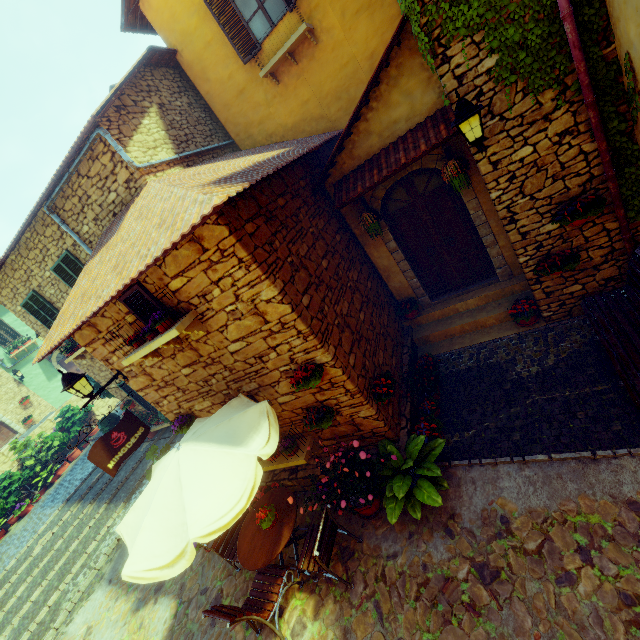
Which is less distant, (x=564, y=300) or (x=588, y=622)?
(x=588, y=622)

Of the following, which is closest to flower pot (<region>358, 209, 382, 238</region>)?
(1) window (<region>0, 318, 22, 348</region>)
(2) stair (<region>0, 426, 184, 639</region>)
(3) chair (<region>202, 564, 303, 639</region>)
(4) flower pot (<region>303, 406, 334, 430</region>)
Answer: (4) flower pot (<region>303, 406, 334, 430</region>)

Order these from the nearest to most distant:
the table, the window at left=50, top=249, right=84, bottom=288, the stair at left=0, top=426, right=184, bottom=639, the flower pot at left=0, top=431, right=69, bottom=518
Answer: the table < the stair at left=0, top=426, right=184, bottom=639 < the window at left=50, top=249, right=84, bottom=288 < the flower pot at left=0, top=431, right=69, bottom=518

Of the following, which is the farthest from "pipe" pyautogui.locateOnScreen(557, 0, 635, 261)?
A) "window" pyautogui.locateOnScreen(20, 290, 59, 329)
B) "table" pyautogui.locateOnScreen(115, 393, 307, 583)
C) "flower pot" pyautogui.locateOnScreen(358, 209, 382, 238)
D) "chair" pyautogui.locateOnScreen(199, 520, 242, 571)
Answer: "window" pyautogui.locateOnScreen(20, 290, 59, 329)

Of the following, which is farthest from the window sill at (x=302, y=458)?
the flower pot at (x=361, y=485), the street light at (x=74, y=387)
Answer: the street light at (x=74, y=387)

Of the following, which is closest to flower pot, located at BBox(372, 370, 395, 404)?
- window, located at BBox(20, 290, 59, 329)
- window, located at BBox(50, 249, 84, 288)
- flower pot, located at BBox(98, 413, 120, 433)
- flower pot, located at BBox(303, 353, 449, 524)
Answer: flower pot, located at BBox(303, 353, 449, 524)

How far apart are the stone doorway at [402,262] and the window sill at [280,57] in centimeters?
390cm

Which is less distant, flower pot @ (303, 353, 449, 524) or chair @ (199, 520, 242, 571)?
flower pot @ (303, 353, 449, 524)
